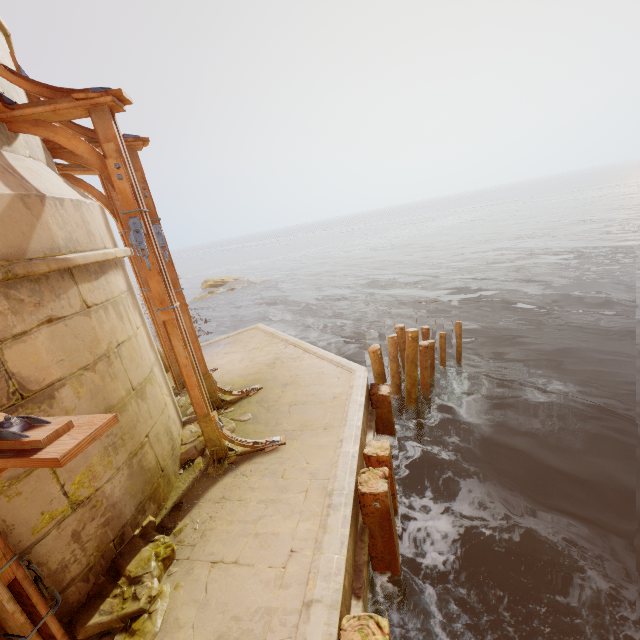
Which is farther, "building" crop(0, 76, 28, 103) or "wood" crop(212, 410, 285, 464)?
"wood" crop(212, 410, 285, 464)

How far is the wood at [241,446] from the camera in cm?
486

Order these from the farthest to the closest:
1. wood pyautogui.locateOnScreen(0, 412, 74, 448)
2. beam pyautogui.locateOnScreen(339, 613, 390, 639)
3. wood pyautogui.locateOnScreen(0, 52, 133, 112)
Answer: wood pyautogui.locateOnScreen(0, 52, 133, 112)
beam pyautogui.locateOnScreen(339, 613, 390, 639)
wood pyautogui.locateOnScreen(0, 412, 74, 448)

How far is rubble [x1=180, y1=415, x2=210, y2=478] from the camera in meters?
5.0 m

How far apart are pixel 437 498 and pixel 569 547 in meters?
2.1

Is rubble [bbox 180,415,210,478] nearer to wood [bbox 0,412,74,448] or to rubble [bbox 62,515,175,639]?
rubble [bbox 62,515,175,639]

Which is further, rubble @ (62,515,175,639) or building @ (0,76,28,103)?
building @ (0,76,28,103)

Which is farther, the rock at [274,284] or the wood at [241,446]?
the rock at [274,284]
